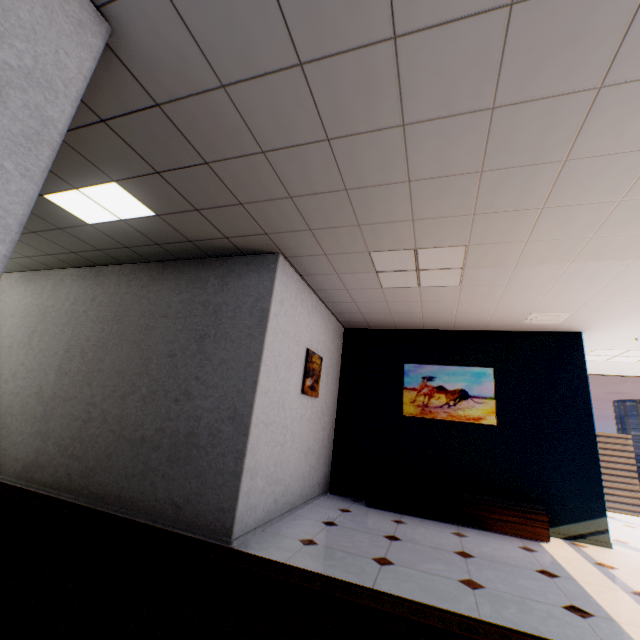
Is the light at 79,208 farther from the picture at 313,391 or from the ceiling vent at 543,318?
the ceiling vent at 543,318

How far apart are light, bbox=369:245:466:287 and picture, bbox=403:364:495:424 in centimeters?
198cm

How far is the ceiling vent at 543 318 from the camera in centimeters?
459cm

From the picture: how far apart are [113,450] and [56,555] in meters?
1.3

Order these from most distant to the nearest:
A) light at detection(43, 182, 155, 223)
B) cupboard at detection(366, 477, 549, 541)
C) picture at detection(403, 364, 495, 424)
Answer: picture at detection(403, 364, 495, 424) < cupboard at detection(366, 477, 549, 541) < light at detection(43, 182, 155, 223)

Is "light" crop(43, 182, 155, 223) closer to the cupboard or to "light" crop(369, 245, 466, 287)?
"light" crop(369, 245, 466, 287)

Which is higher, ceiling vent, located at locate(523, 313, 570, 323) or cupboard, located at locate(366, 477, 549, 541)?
ceiling vent, located at locate(523, 313, 570, 323)
